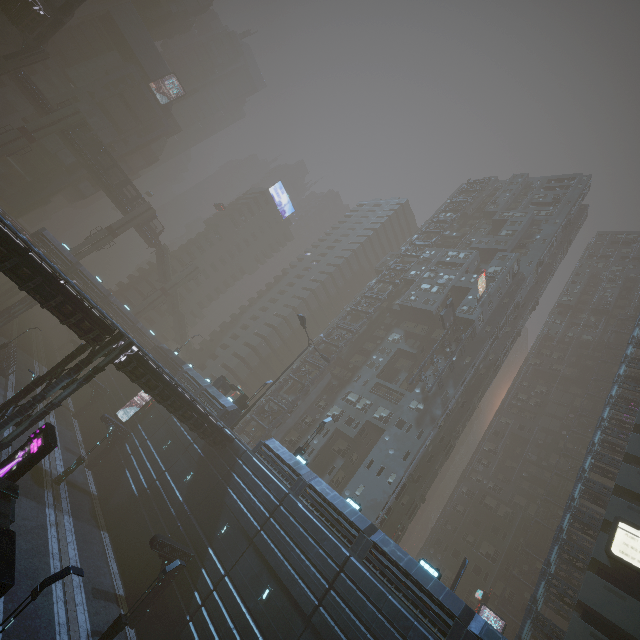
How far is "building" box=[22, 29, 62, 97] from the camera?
58.3m

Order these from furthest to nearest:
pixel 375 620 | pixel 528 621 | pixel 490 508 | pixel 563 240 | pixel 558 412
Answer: pixel 563 240
pixel 558 412
pixel 490 508
pixel 528 621
pixel 375 620

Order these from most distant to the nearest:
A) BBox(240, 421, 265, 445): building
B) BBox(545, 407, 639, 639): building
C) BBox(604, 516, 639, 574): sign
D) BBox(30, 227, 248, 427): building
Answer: BBox(240, 421, 265, 445): building → BBox(30, 227, 248, 427): building → BBox(604, 516, 639, 574): sign → BBox(545, 407, 639, 639): building

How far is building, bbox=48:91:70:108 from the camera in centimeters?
5864cm

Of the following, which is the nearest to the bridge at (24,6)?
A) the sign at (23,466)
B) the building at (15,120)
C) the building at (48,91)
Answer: the building at (15,120)

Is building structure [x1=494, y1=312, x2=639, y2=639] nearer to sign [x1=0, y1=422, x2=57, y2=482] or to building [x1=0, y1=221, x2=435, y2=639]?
building [x1=0, y1=221, x2=435, y2=639]

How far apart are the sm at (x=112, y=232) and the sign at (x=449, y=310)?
54.1 meters
